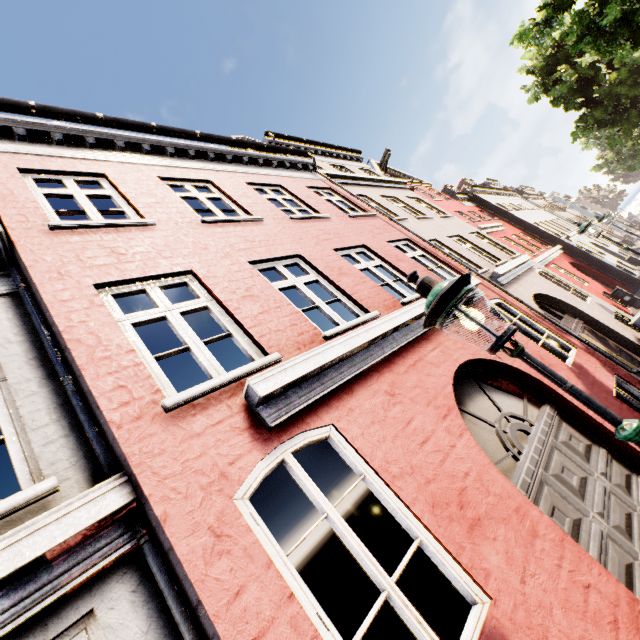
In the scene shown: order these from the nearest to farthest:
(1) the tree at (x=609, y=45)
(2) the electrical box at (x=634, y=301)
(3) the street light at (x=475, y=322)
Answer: (3) the street light at (x=475, y=322)
(1) the tree at (x=609, y=45)
(2) the electrical box at (x=634, y=301)

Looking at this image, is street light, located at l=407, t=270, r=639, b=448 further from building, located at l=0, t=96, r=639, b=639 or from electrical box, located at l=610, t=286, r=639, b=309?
electrical box, located at l=610, t=286, r=639, b=309

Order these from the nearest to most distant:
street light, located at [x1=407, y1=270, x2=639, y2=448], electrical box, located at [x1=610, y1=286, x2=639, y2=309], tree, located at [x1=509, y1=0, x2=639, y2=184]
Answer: street light, located at [x1=407, y1=270, x2=639, y2=448]
tree, located at [x1=509, y1=0, x2=639, y2=184]
electrical box, located at [x1=610, y1=286, x2=639, y2=309]

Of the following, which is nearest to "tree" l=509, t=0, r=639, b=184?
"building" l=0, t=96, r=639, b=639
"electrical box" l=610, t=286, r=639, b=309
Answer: "building" l=0, t=96, r=639, b=639

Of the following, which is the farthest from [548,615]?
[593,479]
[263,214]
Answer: [263,214]

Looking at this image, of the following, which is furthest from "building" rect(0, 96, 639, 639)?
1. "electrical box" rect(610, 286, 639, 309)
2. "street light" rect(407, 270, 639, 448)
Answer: "street light" rect(407, 270, 639, 448)

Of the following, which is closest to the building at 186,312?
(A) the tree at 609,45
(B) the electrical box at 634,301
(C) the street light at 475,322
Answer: (B) the electrical box at 634,301
